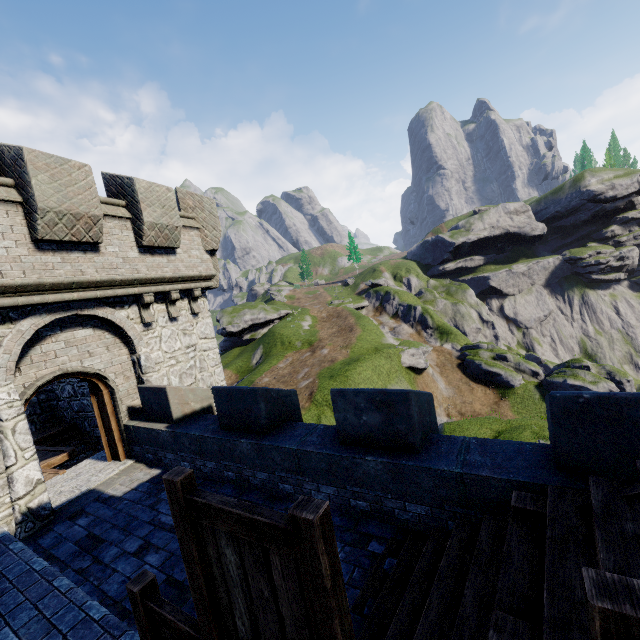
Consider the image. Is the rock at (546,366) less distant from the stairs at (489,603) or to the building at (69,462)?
the building at (69,462)

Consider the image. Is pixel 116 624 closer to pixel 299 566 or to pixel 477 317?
pixel 299 566

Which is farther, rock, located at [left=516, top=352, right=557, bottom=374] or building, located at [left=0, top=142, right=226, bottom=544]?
rock, located at [left=516, top=352, right=557, bottom=374]

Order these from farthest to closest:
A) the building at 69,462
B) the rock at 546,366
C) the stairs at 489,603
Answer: the rock at 546,366 → the building at 69,462 → the stairs at 489,603

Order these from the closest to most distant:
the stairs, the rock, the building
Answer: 1. the stairs
2. the building
3. the rock

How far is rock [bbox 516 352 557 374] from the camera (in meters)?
53.10

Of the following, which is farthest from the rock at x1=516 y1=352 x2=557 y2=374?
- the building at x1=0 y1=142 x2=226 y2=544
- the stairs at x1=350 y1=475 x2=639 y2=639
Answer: the stairs at x1=350 y1=475 x2=639 y2=639

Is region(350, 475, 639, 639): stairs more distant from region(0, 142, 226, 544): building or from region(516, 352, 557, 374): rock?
region(516, 352, 557, 374): rock
